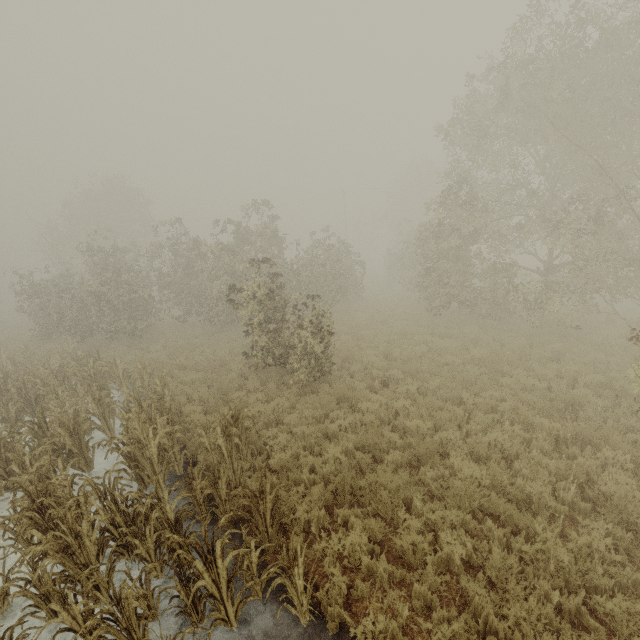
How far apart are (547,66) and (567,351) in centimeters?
1013cm
